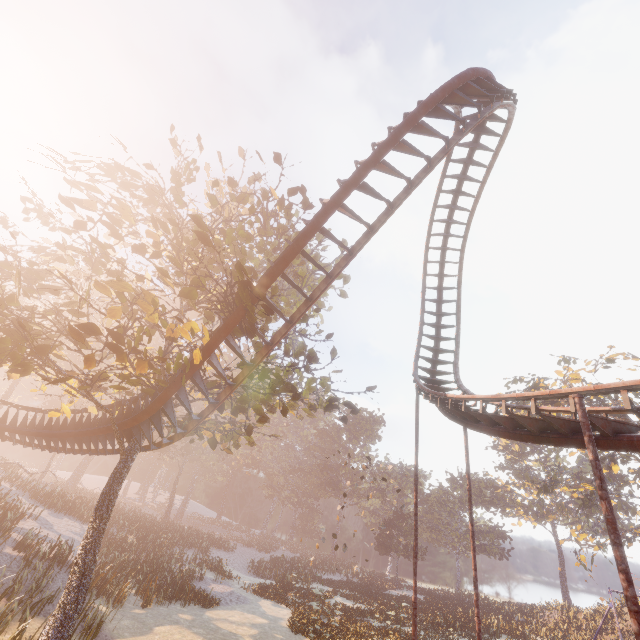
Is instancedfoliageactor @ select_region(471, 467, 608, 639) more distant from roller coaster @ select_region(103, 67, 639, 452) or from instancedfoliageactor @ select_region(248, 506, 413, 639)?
roller coaster @ select_region(103, 67, 639, 452)

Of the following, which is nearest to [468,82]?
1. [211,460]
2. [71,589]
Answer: [71,589]

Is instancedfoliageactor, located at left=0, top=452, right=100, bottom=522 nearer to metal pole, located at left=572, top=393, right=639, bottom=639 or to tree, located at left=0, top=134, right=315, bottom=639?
tree, located at left=0, top=134, right=315, bottom=639

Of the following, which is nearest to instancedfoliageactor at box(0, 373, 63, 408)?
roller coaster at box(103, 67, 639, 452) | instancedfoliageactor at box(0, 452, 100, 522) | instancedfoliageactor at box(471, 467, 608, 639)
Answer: instancedfoliageactor at box(0, 452, 100, 522)

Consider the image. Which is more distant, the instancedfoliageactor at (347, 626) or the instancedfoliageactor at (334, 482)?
the instancedfoliageactor at (334, 482)

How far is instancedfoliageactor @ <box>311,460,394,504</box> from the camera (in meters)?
54.56

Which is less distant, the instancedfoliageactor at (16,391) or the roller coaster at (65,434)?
the roller coaster at (65,434)

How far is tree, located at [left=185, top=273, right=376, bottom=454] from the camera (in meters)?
11.17
